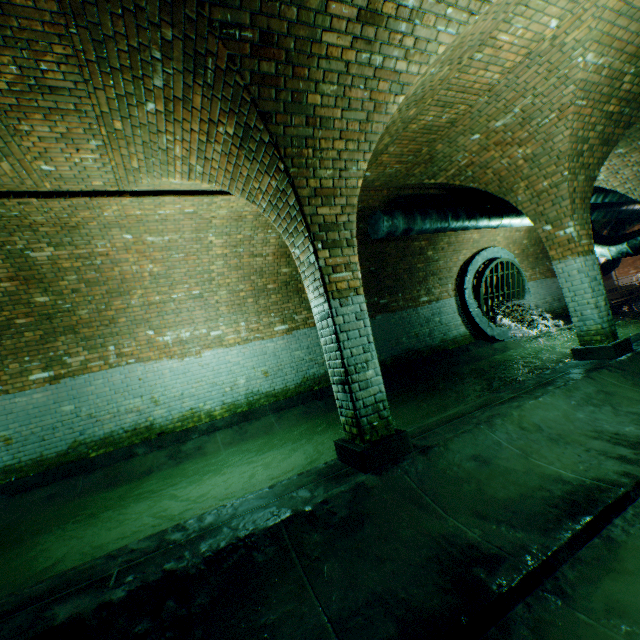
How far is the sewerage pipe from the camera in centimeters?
1099cm

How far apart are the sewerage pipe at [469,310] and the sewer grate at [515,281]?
0.0m

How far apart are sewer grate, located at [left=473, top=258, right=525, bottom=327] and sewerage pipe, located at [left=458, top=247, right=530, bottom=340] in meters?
0.0 m

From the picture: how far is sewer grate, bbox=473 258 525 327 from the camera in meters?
11.1

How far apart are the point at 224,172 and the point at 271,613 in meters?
4.3

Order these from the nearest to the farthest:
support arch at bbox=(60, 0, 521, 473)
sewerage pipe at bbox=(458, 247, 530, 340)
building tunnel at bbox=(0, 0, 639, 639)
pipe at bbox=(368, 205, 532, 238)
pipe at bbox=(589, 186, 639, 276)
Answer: building tunnel at bbox=(0, 0, 639, 639) → support arch at bbox=(60, 0, 521, 473) → pipe at bbox=(368, 205, 532, 238) → pipe at bbox=(589, 186, 639, 276) → sewerage pipe at bbox=(458, 247, 530, 340)

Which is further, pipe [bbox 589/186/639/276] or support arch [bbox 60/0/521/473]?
pipe [bbox 589/186/639/276]

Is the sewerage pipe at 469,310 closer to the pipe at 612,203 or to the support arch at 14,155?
the pipe at 612,203
